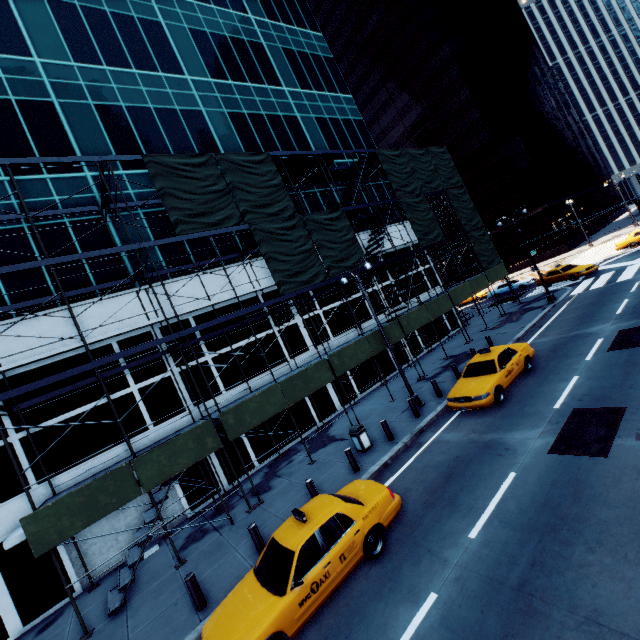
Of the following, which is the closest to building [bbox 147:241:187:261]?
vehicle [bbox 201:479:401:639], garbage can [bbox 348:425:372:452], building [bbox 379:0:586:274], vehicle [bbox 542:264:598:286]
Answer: garbage can [bbox 348:425:372:452]

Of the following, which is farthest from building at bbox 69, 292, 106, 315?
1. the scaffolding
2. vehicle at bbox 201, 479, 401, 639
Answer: vehicle at bbox 201, 479, 401, 639

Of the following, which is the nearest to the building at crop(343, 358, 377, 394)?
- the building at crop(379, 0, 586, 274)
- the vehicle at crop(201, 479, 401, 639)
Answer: the vehicle at crop(201, 479, 401, 639)

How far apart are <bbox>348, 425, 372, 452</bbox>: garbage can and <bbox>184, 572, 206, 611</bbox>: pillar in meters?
6.9 m

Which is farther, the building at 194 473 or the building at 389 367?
the building at 389 367

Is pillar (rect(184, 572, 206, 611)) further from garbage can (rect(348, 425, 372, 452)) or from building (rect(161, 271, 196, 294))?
garbage can (rect(348, 425, 372, 452))

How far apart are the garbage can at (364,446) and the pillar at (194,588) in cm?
691

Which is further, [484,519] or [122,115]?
[122,115]
